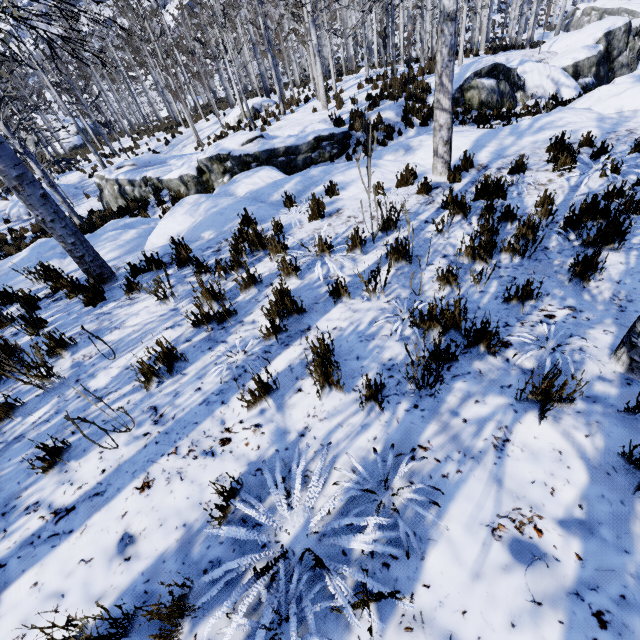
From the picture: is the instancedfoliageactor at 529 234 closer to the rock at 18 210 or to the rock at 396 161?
the rock at 396 161

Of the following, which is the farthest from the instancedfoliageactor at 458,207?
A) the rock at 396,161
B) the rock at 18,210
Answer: the rock at 18,210

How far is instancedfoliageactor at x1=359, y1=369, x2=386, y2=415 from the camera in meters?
2.3 m

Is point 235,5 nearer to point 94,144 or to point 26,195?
point 94,144

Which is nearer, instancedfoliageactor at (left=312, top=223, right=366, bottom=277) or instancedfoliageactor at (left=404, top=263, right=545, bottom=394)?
instancedfoliageactor at (left=404, top=263, right=545, bottom=394)

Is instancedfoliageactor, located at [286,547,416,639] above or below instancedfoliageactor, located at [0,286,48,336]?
above

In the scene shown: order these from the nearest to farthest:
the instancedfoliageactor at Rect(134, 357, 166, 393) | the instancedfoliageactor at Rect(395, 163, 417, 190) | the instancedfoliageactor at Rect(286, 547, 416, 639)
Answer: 1. the instancedfoliageactor at Rect(286, 547, 416, 639)
2. the instancedfoliageactor at Rect(134, 357, 166, 393)
3. the instancedfoliageactor at Rect(395, 163, 417, 190)
